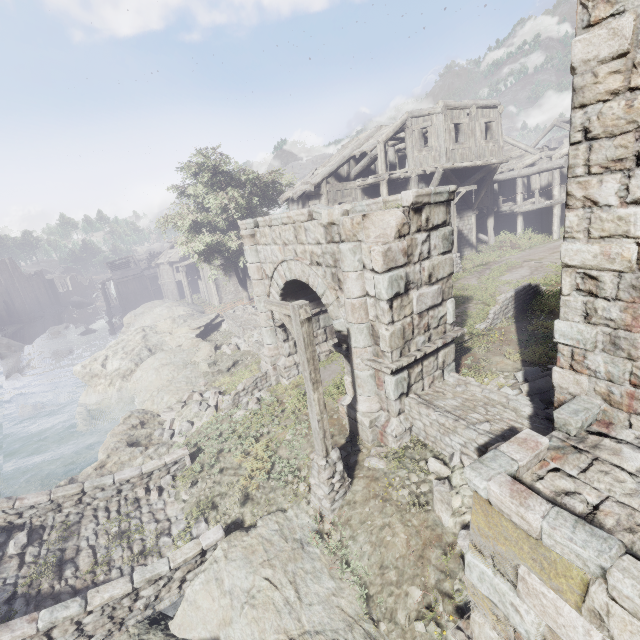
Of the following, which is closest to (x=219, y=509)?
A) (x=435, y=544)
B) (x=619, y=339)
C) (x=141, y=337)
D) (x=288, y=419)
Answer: (x=288, y=419)

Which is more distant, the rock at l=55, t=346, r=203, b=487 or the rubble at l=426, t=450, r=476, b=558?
the rock at l=55, t=346, r=203, b=487

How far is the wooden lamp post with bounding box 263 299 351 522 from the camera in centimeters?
630cm

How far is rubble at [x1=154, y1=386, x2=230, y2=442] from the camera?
12.8m

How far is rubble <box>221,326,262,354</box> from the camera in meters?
18.0 m

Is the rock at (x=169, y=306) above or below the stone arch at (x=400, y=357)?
below

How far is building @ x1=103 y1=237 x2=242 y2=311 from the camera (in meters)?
35.59

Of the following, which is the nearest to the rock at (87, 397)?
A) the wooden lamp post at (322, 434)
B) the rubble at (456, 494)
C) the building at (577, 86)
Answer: the building at (577, 86)
